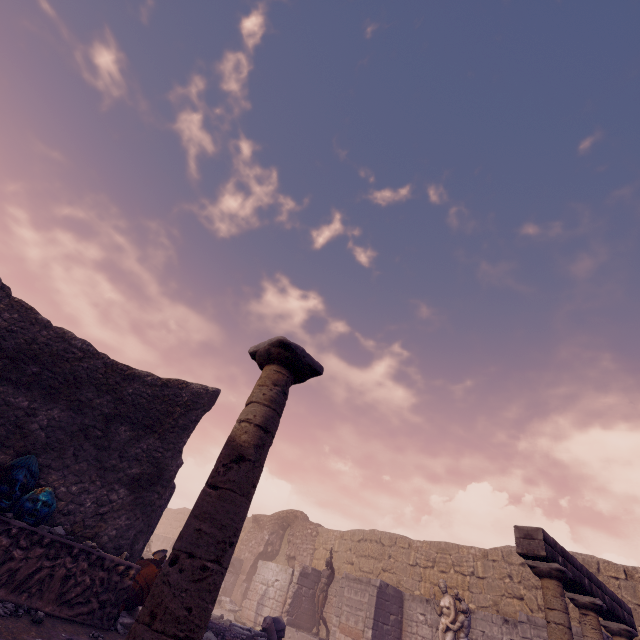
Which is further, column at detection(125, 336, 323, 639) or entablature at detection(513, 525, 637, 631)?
entablature at detection(513, 525, 637, 631)

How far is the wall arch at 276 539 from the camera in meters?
19.0

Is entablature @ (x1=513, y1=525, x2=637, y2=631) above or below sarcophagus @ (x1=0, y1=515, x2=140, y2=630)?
above

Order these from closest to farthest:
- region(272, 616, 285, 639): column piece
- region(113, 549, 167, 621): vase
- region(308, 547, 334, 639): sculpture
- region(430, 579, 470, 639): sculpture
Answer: region(113, 549, 167, 621): vase < region(272, 616, 285, 639): column piece < region(430, 579, 470, 639): sculpture < region(308, 547, 334, 639): sculpture

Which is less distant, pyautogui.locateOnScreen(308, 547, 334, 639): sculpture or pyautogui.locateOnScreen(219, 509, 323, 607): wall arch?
pyautogui.locateOnScreen(308, 547, 334, 639): sculpture

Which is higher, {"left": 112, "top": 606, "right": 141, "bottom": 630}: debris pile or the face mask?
the face mask

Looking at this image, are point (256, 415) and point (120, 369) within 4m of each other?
no

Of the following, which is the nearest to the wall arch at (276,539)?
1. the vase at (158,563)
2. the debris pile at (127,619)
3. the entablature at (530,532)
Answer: the debris pile at (127,619)
